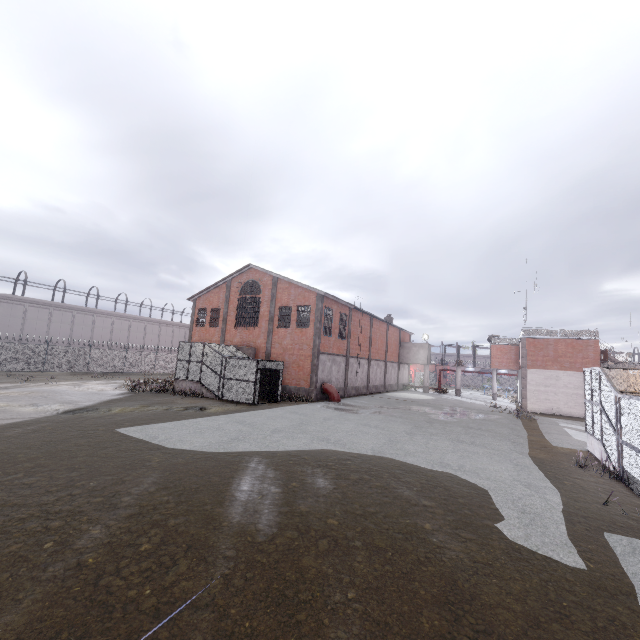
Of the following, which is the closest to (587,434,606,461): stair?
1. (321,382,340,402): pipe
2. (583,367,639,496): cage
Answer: (583,367,639,496): cage

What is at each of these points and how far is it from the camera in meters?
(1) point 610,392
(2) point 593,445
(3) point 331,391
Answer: (1) cage, 11.9
(2) stair, 14.1
(3) pipe, 26.8

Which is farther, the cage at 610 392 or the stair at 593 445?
the stair at 593 445

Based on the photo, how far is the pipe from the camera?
26.6 meters

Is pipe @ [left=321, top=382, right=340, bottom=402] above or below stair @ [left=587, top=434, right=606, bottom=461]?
above

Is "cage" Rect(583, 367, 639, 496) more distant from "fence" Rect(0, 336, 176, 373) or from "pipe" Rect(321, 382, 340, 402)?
"pipe" Rect(321, 382, 340, 402)

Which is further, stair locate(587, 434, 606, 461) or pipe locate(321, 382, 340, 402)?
pipe locate(321, 382, 340, 402)

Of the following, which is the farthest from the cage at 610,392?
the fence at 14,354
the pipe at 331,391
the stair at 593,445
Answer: the pipe at 331,391
